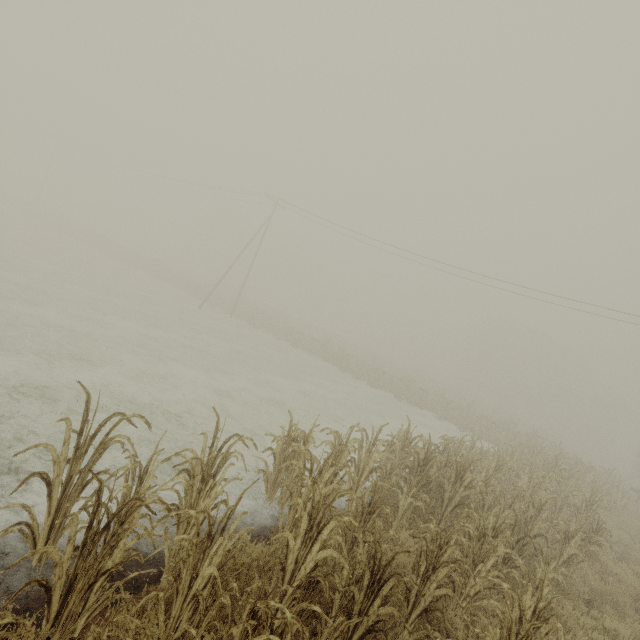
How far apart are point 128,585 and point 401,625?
3.3m

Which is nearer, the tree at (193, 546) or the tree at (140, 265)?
the tree at (193, 546)

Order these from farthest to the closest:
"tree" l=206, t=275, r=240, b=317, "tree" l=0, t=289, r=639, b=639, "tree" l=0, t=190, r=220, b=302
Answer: "tree" l=0, t=190, r=220, b=302 → "tree" l=206, t=275, r=240, b=317 → "tree" l=0, t=289, r=639, b=639

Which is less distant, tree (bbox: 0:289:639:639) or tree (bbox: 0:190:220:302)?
tree (bbox: 0:289:639:639)

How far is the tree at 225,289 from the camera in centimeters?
3294cm

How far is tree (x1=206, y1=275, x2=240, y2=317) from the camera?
32.9 meters
